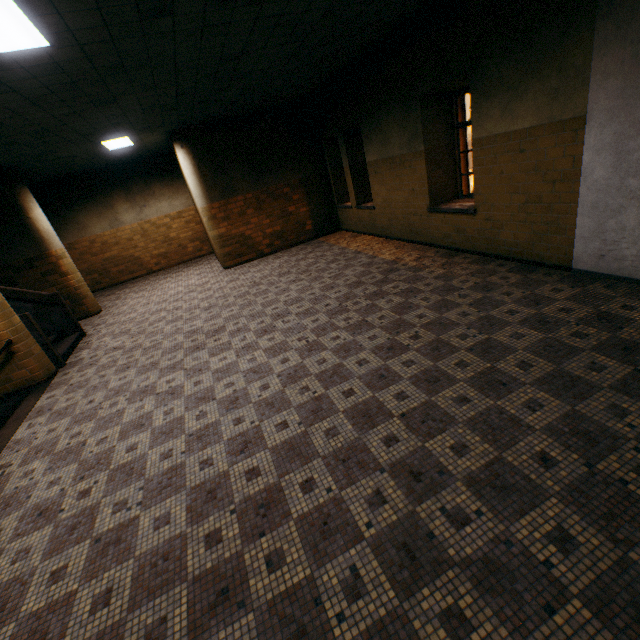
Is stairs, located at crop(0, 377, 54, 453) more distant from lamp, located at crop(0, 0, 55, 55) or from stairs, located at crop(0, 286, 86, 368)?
lamp, located at crop(0, 0, 55, 55)

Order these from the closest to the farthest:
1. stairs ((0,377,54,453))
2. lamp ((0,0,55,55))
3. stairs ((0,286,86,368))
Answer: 1. lamp ((0,0,55,55))
2. stairs ((0,377,54,453))
3. stairs ((0,286,86,368))

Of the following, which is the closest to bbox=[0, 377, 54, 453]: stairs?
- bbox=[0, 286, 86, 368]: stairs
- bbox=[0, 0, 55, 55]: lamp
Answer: bbox=[0, 286, 86, 368]: stairs

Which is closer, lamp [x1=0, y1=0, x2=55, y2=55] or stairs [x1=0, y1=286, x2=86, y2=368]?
lamp [x1=0, y1=0, x2=55, y2=55]

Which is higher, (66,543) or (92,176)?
(92,176)

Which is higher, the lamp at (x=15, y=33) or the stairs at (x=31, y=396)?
the lamp at (x=15, y=33)

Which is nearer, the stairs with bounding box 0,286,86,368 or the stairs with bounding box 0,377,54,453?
the stairs with bounding box 0,377,54,453

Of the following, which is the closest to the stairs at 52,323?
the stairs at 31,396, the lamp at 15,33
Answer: the stairs at 31,396
